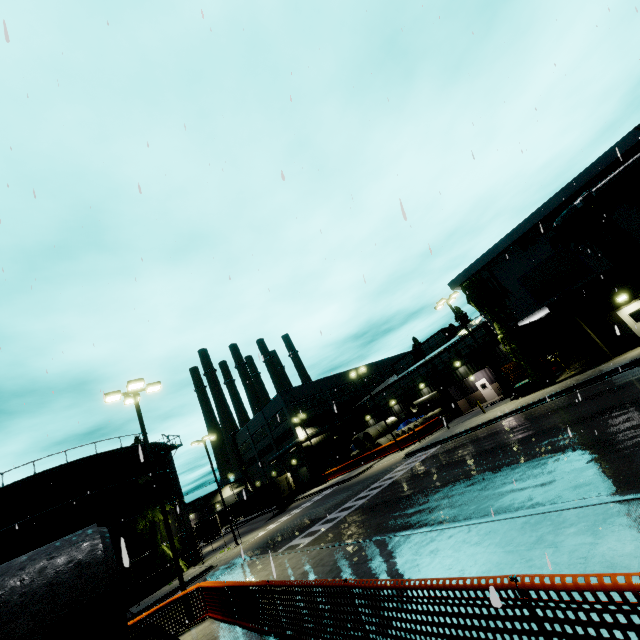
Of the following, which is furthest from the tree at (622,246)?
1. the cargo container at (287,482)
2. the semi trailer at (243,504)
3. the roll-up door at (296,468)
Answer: the roll-up door at (296,468)

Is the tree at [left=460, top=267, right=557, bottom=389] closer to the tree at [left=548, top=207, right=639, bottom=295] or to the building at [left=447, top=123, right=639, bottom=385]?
the building at [left=447, top=123, right=639, bottom=385]

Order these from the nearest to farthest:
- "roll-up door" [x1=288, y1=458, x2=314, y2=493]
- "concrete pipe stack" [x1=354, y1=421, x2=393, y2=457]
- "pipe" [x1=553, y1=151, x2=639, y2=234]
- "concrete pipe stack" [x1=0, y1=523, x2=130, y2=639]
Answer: "concrete pipe stack" [x1=0, y1=523, x2=130, y2=639] < "pipe" [x1=553, y1=151, x2=639, y2=234] < "concrete pipe stack" [x1=354, y1=421, x2=393, y2=457] < "roll-up door" [x1=288, y1=458, x2=314, y2=493]

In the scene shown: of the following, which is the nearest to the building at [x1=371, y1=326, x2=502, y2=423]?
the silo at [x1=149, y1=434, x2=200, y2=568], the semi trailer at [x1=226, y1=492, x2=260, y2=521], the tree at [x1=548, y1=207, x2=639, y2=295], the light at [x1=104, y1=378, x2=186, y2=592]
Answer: the tree at [x1=548, y1=207, x2=639, y2=295]

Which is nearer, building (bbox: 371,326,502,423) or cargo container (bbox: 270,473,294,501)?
building (bbox: 371,326,502,423)

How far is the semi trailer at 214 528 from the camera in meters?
52.5 m

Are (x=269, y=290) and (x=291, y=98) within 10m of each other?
yes

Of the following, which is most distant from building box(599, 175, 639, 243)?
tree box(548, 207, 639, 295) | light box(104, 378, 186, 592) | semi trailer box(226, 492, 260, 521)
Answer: light box(104, 378, 186, 592)
